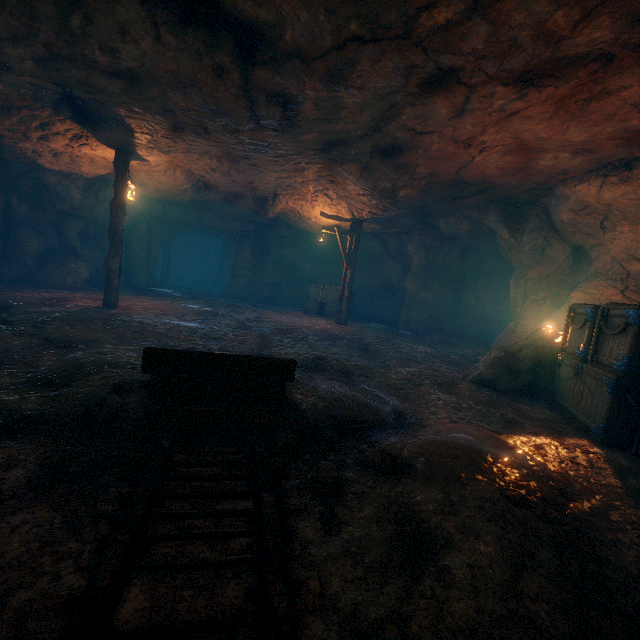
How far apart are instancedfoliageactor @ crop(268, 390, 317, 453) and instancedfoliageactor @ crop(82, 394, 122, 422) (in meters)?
1.20

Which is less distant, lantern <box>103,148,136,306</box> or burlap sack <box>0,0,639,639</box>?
burlap sack <box>0,0,639,639</box>

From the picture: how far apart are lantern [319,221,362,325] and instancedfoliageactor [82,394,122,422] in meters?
11.9

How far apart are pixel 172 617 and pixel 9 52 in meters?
8.1

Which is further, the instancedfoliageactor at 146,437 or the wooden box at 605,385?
the wooden box at 605,385

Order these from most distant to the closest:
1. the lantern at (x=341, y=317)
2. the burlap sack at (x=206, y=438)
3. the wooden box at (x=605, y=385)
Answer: the lantern at (x=341, y=317) < the wooden box at (x=605, y=385) < the burlap sack at (x=206, y=438)

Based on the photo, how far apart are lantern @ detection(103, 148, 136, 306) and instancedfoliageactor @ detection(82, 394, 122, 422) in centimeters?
832cm

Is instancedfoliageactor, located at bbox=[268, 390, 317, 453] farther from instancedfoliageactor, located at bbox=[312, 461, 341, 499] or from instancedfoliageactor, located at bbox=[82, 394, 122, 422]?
instancedfoliageactor, located at bbox=[82, 394, 122, 422]
